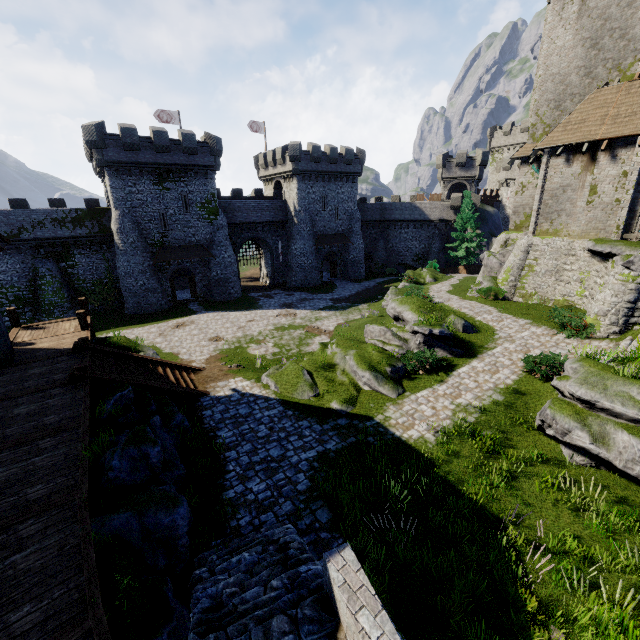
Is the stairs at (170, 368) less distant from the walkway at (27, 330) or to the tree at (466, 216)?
the walkway at (27, 330)

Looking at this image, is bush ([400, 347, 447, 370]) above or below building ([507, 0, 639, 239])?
below

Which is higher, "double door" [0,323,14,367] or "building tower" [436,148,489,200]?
"building tower" [436,148,489,200]

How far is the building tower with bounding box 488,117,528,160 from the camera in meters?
55.0 m

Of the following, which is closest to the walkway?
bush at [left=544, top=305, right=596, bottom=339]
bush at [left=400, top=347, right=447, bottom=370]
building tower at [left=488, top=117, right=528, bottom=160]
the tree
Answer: bush at [left=400, top=347, right=447, bottom=370]

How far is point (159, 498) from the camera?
6.73m

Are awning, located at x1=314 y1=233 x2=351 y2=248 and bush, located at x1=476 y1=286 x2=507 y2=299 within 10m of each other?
no

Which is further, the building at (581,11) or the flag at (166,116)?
the flag at (166,116)
